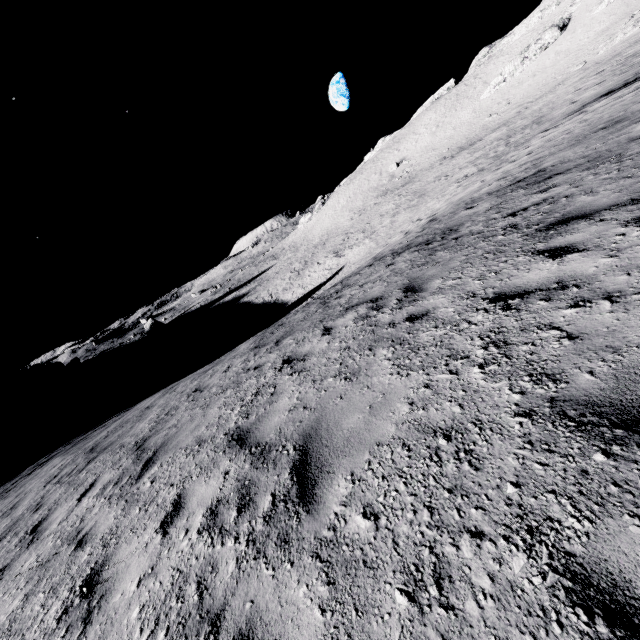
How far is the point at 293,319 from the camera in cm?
1186

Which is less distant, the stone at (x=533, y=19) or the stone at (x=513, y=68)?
the stone at (x=513, y=68)

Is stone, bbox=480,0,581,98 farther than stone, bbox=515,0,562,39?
No

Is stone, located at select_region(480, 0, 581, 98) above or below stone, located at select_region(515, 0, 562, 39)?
below

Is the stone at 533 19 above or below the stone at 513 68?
above
